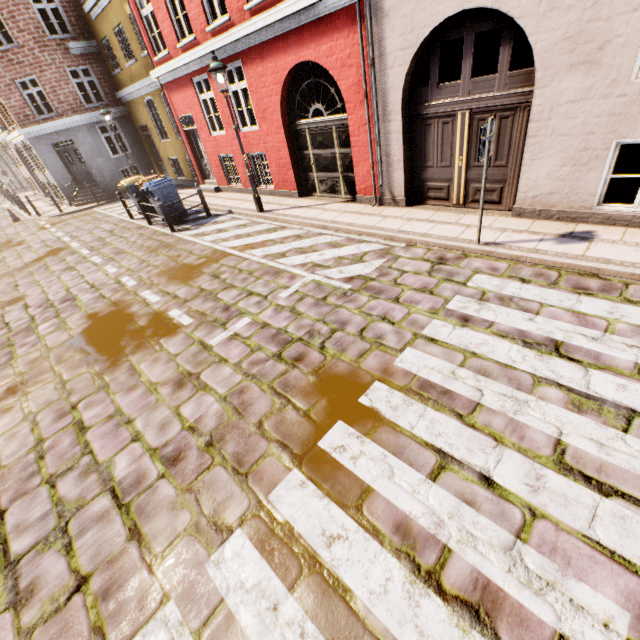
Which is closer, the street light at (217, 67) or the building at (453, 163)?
the building at (453, 163)

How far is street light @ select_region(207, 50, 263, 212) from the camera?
7.9 meters

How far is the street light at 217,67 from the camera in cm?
791

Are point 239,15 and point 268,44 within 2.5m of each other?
→ yes

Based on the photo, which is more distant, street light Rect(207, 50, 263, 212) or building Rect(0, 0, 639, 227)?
street light Rect(207, 50, 263, 212)
